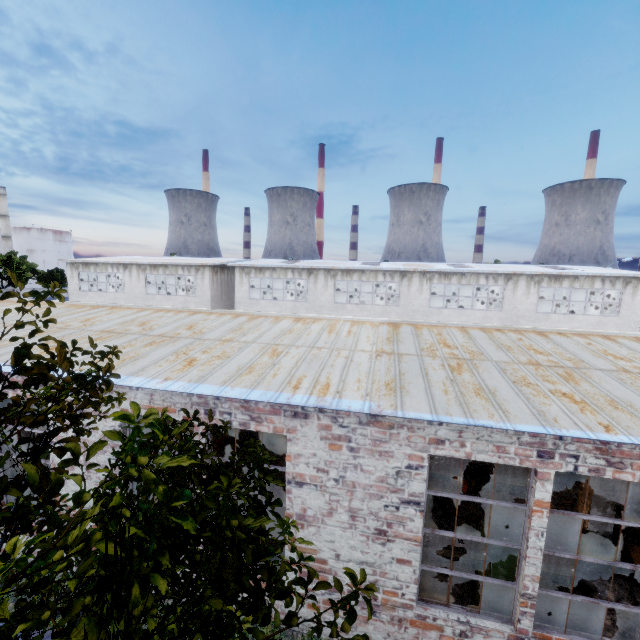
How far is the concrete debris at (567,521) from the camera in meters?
9.2 m

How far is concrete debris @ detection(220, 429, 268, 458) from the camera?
13.0 meters

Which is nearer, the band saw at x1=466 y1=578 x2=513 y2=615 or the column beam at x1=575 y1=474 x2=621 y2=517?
the band saw at x1=466 y1=578 x2=513 y2=615

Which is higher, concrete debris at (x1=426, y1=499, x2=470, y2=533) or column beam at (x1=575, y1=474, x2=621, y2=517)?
column beam at (x1=575, y1=474, x2=621, y2=517)

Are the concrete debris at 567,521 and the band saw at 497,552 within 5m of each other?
yes

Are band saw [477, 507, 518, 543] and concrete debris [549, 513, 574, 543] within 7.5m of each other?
yes

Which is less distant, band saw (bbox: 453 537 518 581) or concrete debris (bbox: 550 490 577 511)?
band saw (bbox: 453 537 518 581)

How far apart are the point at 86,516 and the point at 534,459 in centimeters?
605cm
